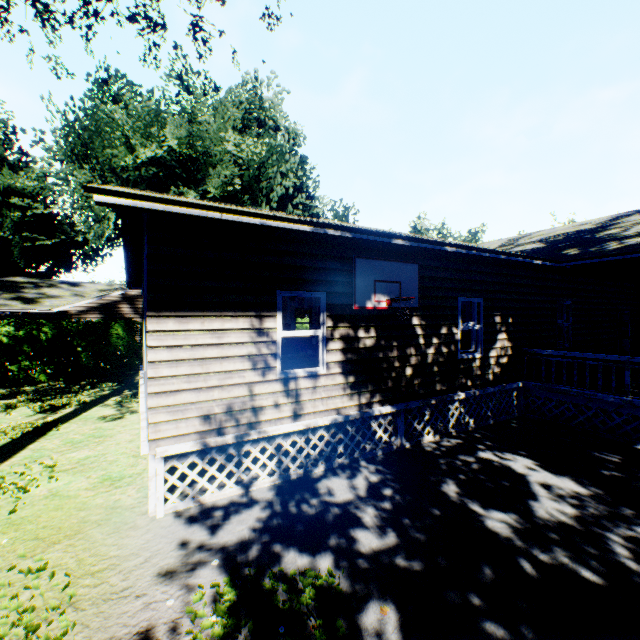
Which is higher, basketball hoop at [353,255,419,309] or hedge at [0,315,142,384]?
basketball hoop at [353,255,419,309]

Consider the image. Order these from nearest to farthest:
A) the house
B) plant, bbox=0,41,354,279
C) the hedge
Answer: the house → the hedge → plant, bbox=0,41,354,279

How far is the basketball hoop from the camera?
6.3m

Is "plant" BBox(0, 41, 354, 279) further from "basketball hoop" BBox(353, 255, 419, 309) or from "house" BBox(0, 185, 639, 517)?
"basketball hoop" BBox(353, 255, 419, 309)

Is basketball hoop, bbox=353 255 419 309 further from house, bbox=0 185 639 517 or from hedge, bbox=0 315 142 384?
hedge, bbox=0 315 142 384

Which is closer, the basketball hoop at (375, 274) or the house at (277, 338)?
the house at (277, 338)

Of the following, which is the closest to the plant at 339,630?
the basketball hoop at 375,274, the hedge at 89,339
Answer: the hedge at 89,339

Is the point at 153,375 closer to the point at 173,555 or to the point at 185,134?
the point at 173,555
